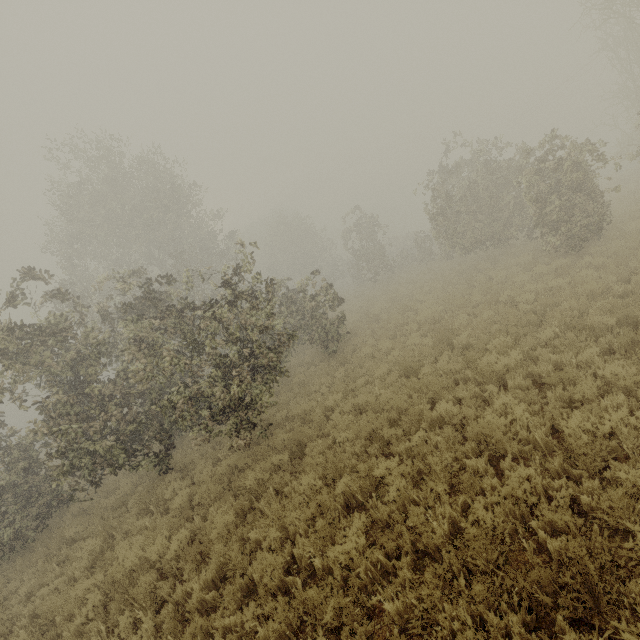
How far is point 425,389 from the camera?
8.30m
